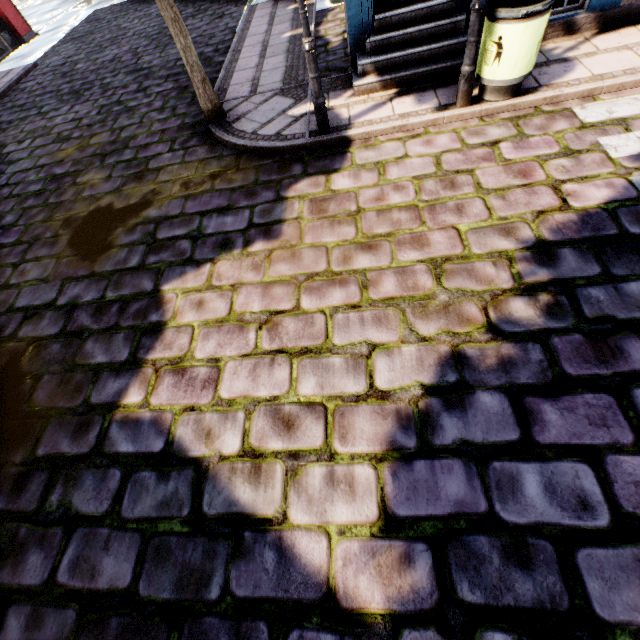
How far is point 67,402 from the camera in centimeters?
331cm

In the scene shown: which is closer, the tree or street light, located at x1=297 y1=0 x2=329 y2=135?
street light, located at x1=297 y1=0 x2=329 y2=135

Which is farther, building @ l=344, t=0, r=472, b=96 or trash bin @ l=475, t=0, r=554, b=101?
building @ l=344, t=0, r=472, b=96

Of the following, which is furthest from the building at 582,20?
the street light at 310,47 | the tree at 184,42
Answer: the tree at 184,42

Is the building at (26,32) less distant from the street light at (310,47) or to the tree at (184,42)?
the street light at (310,47)

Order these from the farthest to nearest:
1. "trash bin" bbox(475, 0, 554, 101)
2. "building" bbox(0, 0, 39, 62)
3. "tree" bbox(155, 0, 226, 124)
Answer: "building" bbox(0, 0, 39, 62) → "tree" bbox(155, 0, 226, 124) → "trash bin" bbox(475, 0, 554, 101)

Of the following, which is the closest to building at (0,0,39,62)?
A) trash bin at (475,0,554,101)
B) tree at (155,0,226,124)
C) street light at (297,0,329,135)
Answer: trash bin at (475,0,554,101)

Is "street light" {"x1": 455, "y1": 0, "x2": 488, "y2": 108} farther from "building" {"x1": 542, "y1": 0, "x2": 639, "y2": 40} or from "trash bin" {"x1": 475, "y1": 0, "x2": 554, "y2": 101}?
"building" {"x1": 542, "y1": 0, "x2": 639, "y2": 40}
